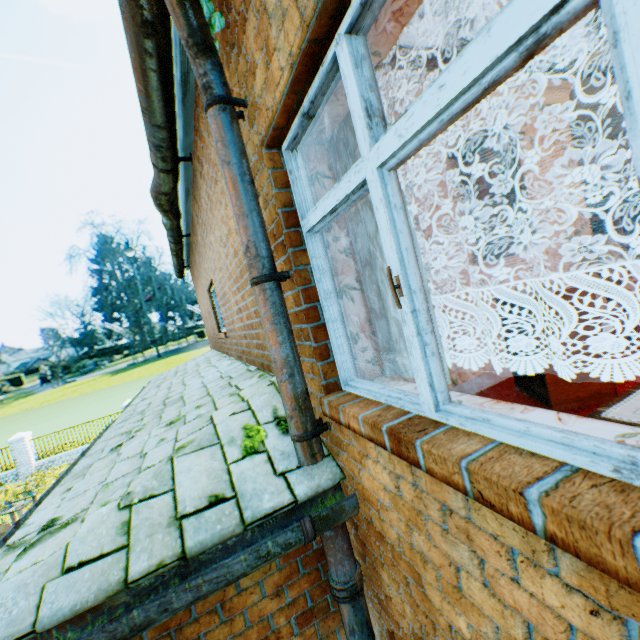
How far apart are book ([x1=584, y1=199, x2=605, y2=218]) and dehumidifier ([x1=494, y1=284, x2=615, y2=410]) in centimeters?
248cm

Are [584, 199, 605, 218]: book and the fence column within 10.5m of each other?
no

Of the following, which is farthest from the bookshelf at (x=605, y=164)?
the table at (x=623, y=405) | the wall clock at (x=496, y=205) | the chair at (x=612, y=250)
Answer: the table at (x=623, y=405)

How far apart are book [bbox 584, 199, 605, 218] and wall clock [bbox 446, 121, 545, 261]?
1.8m

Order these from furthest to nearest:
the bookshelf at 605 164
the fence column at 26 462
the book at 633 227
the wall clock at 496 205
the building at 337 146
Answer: the fence column at 26 462, the book at 633 227, the bookshelf at 605 164, the wall clock at 496 205, the building at 337 146

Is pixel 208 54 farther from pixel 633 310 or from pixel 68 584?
pixel 633 310

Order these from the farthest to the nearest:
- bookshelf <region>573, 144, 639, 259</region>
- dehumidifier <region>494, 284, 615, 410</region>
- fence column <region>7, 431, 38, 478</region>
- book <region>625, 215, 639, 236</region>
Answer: fence column <region>7, 431, 38, 478</region>, book <region>625, 215, 639, 236</region>, bookshelf <region>573, 144, 639, 259</region>, dehumidifier <region>494, 284, 615, 410</region>

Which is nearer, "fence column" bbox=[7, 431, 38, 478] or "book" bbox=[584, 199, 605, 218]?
"book" bbox=[584, 199, 605, 218]
